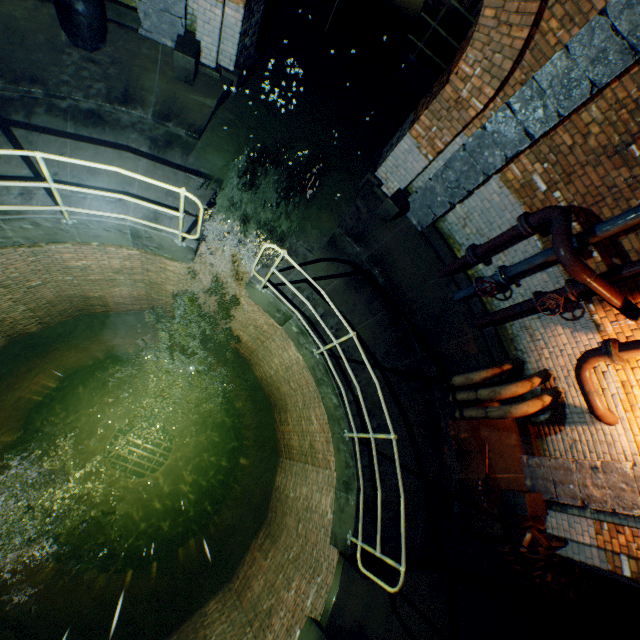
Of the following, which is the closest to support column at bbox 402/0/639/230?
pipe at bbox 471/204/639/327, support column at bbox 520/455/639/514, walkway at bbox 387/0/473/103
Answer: pipe at bbox 471/204/639/327

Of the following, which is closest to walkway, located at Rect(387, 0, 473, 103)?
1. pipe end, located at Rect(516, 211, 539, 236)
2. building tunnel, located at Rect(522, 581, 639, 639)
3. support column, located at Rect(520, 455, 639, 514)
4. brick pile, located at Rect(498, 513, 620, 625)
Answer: pipe end, located at Rect(516, 211, 539, 236)

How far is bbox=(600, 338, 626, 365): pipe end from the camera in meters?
4.4 m

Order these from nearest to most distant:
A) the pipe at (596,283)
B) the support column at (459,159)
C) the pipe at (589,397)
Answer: the support column at (459,159) < the pipe at (596,283) < the pipe at (589,397)

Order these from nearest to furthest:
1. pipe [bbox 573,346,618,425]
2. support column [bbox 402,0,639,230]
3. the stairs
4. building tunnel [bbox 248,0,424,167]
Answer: support column [bbox 402,0,639,230] → pipe [bbox 573,346,618,425] → building tunnel [bbox 248,0,424,167] → the stairs

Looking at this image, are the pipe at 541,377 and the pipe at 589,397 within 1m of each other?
yes

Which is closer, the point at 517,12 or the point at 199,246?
the point at 517,12

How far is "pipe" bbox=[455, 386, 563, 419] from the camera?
5.1m
